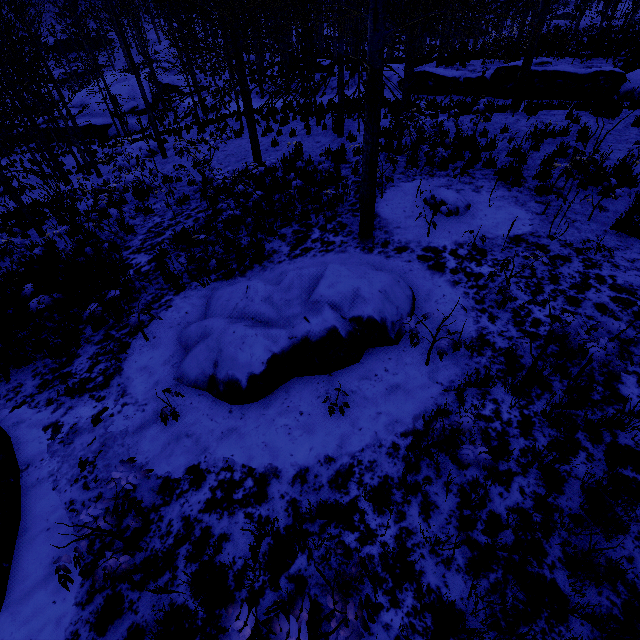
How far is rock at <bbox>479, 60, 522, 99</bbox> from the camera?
15.54m

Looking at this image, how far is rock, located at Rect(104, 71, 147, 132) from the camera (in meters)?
29.49

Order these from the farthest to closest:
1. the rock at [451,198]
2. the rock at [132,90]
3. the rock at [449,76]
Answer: the rock at [132,90] < the rock at [449,76] < the rock at [451,198]

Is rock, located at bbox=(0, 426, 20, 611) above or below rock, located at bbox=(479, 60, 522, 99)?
below

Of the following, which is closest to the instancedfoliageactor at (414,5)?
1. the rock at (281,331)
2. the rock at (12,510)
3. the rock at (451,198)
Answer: the rock at (451,198)

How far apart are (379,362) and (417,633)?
2.7m

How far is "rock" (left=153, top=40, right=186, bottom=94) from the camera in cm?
3988

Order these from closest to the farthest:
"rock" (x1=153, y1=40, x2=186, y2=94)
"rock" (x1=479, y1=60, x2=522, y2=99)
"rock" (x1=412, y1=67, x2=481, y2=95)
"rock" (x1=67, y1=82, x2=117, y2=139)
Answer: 1. "rock" (x1=479, y1=60, x2=522, y2=99)
2. "rock" (x1=412, y1=67, x2=481, y2=95)
3. "rock" (x1=67, y1=82, x2=117, y2=139)
4. "rock" (x1=153, y1=40, x2=186, y2=94)
